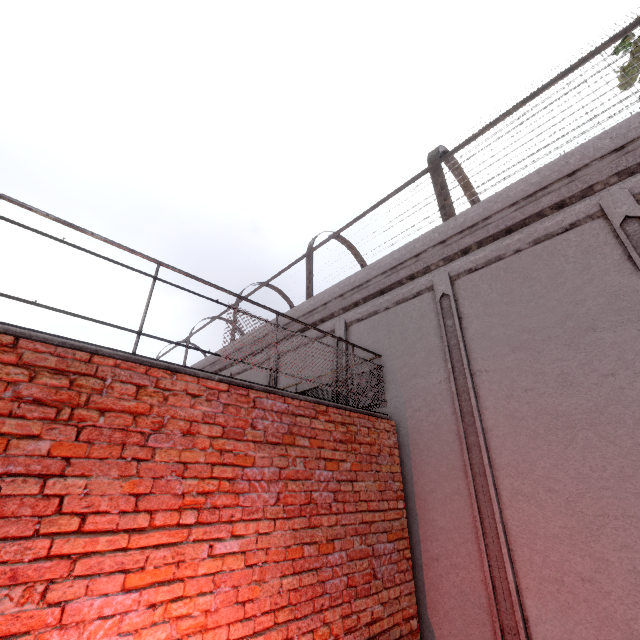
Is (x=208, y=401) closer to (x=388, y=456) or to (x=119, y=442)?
(x=119, y=442)
